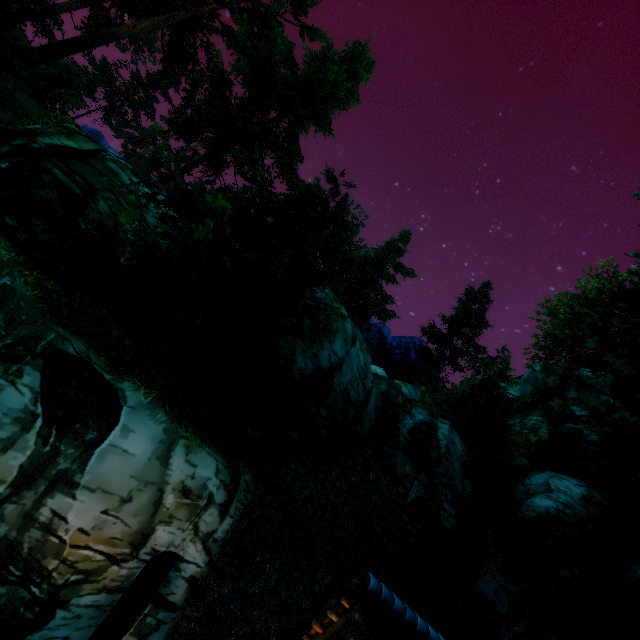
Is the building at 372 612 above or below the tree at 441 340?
below

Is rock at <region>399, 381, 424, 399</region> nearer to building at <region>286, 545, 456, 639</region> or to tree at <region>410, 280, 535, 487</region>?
tree at <region>410, 280, 535, 487</region>

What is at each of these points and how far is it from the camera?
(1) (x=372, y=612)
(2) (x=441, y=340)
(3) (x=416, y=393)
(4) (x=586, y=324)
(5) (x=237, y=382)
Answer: (1) building, 4.4 meters
(2) tree, 42.3 meters
(3) rock, 41.1 meters
(4) tree, 6.8 meters
(5) tree, 7.7 meters

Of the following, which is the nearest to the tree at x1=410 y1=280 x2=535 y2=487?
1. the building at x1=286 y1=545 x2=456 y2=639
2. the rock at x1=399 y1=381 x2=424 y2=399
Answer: the rock at x1=399 y1=381 x2=424 y2=399

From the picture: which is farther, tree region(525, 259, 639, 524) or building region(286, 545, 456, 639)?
tree region(525, 259, 639, 524)

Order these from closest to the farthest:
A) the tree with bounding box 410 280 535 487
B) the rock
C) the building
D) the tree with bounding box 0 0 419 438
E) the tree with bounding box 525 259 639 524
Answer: the building → the tree with bounding box 525 259 639 524 → the tree with bounding box 0 0 419 438 → the tree with bounding box 410 280 535 487 → the rock

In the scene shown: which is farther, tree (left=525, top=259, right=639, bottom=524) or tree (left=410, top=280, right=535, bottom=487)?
tree (left=410, top=280, right=535, bottom=487)

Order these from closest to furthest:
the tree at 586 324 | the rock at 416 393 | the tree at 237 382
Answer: the tree at 586 324, the tree at 237 382, the rock at 416 393
